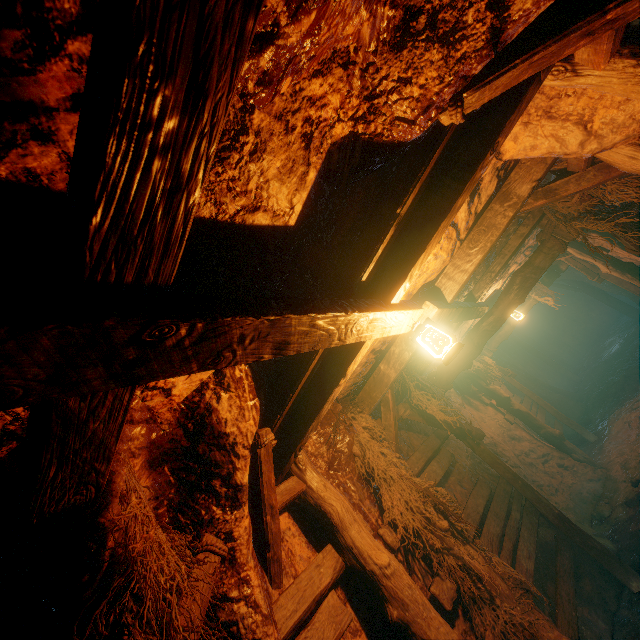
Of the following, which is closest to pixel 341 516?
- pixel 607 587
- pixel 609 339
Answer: pixel 607 587

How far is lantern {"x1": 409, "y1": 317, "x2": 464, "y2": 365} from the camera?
2.6 meters

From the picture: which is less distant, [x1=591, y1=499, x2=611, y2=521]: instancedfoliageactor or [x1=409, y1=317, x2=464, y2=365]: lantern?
[x1=409, y1=317, x2=464, y2=365]: lantern

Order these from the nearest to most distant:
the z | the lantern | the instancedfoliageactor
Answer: the z < the lantern < the instancedfoliageactor

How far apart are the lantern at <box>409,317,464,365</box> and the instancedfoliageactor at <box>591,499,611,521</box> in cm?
695

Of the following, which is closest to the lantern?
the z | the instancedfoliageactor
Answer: the z

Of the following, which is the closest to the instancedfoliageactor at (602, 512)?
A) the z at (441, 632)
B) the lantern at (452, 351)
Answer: the z at (441, 632)
